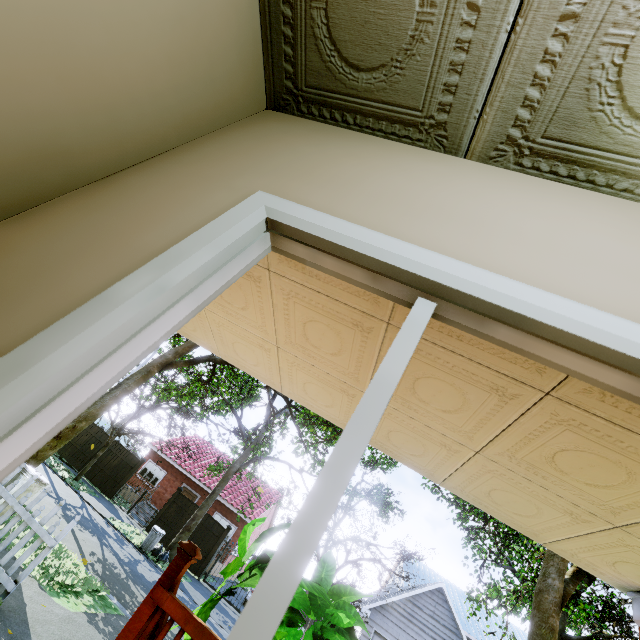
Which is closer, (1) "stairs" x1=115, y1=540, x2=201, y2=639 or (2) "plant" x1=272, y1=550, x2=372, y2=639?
(1) "stairs" x1=115, y1=540, x2=201, y2=639

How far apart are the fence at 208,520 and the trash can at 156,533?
3.4m

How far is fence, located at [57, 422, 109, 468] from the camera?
20.1m

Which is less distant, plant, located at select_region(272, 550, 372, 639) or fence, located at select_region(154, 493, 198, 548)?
plant, located at select_region(272, 550, 372, 639)

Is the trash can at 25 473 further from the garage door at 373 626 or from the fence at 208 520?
the garage door at 373 626

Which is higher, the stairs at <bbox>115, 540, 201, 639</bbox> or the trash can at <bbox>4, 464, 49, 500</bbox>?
the stairs at <bbox>115, 540, 201, 639</bbox>

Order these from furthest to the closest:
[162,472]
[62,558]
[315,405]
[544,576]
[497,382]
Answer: [162,472] < [62,558] < [544,576] < [315,405] < [497,382]
